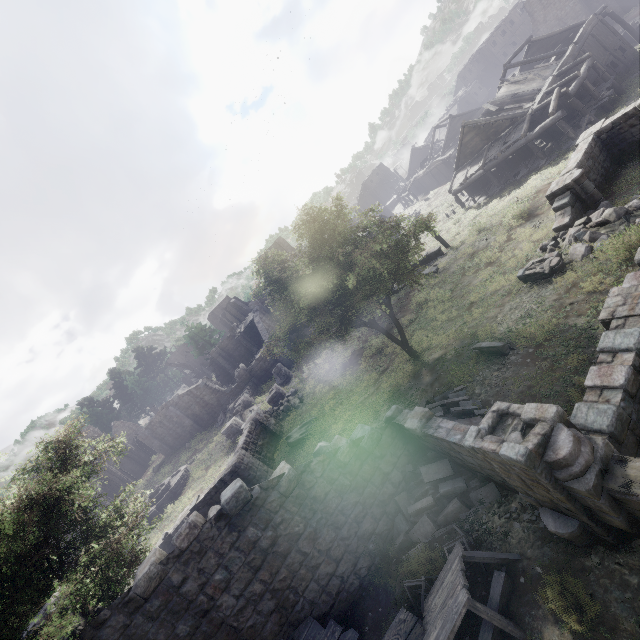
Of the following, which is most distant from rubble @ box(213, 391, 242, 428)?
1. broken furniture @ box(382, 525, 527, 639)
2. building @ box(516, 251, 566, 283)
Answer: broken furniture @ box(382, 525, 527, 639)

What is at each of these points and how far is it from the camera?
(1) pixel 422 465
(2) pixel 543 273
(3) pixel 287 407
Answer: (1) rubble, 10.3 meters
(2) building, 14.1 meters
(3) rubble, 24.6 meters

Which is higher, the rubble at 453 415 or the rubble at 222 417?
the rubble at 222 417

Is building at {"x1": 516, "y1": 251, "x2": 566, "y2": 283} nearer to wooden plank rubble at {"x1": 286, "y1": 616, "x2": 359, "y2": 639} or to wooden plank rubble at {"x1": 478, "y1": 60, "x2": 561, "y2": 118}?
wooden plank rubble at {"x1": 286, "y1": 616, "x2": 359, "y2": 639}

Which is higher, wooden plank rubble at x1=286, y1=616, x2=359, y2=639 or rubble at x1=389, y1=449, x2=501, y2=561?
wooden plank rubble at x1=286, y1=616, x2=359, y2=639

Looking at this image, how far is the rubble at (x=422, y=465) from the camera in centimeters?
→ 879cm

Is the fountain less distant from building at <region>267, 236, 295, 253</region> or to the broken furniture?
building at <region>267, 236, 295, 253</region>

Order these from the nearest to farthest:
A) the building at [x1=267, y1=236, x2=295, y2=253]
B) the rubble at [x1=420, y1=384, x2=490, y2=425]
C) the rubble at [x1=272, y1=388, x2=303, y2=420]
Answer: the rubble at [x1=420, y1=384, x2=490, y2=425] → the rubble at [x1=272, y1=388, x2=303, y2=420] → the building at [x1=267, y1=236, x2=295, y2=253]
